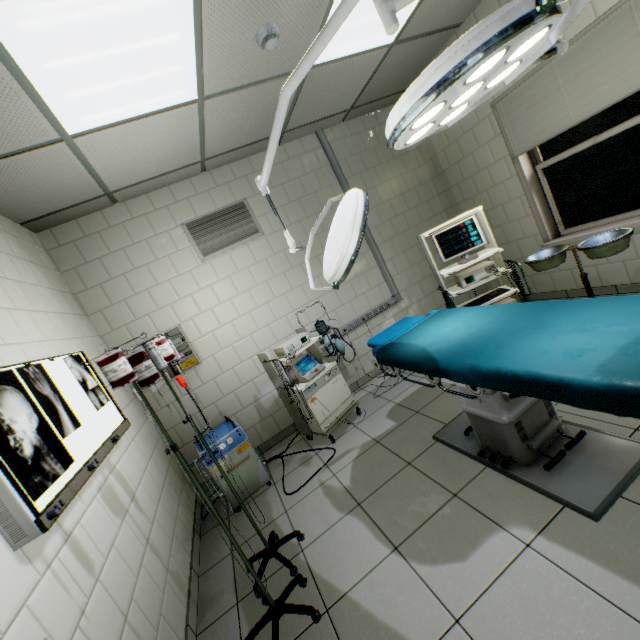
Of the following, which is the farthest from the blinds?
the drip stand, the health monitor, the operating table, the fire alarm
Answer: the drip stand

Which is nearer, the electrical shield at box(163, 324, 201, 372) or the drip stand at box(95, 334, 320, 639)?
the drip stand at box(95, 334, 320, 639)

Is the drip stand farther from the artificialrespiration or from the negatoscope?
the artificialrespiration

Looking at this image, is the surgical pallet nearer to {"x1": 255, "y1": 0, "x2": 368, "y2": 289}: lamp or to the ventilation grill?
{"x1": 255, "y1": 0, "x2": 368, "y2": 289}: lamp

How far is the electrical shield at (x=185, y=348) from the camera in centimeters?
355cm

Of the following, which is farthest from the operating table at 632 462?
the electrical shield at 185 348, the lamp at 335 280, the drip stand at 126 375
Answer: the electrical shield at 185 348

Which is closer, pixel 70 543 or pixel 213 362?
pixel 70 543

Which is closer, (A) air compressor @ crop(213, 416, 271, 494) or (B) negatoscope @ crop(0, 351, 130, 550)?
(B) negatoscope @ crop(0, 351, 130, 550)
